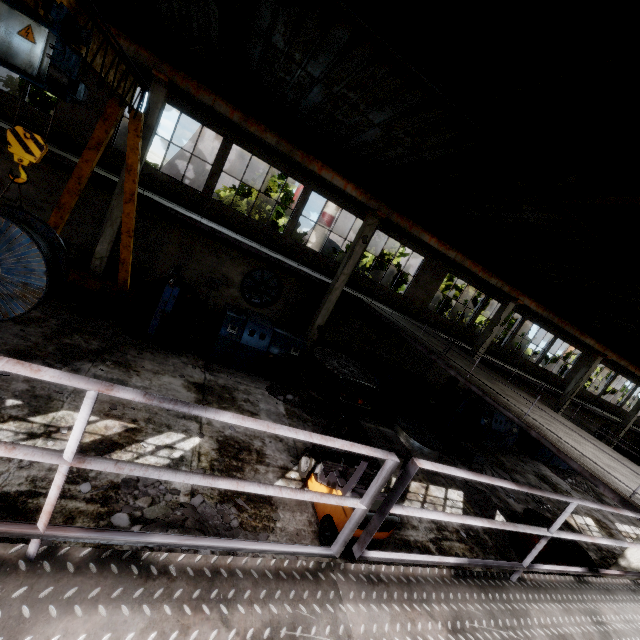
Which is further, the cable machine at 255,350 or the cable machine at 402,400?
the cable machine at 402,400

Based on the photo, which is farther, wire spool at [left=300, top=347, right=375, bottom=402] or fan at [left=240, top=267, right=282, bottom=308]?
fan at [left=240, top=267, right=282, bottom=308]

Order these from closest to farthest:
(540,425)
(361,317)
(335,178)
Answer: (540,425)
(335,178)
(361,317)

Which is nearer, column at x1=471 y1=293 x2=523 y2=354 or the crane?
the crane

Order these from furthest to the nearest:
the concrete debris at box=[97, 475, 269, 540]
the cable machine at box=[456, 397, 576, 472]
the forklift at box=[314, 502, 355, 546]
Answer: the cable machine at box=[456, 397, 576, 472]
the forklift at box=[314, 502, 355, 546]
the concrete debris at box=[97, 475, 269, 540]

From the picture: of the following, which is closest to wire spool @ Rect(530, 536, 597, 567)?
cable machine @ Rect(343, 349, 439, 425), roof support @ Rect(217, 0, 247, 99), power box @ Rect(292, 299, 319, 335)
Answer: cable machine @ Rect(343, 349, 439, 425)

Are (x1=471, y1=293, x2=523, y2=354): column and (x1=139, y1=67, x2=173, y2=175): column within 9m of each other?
no

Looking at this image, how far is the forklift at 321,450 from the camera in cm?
656
